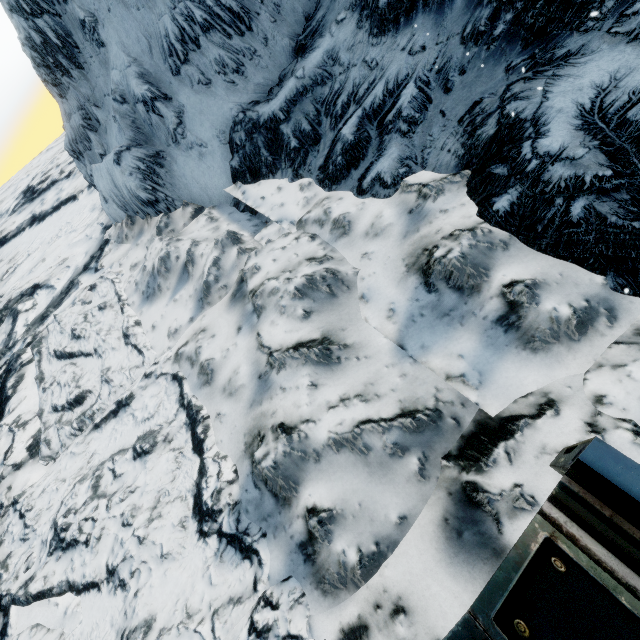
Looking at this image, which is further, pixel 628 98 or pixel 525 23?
pixel 525 23
